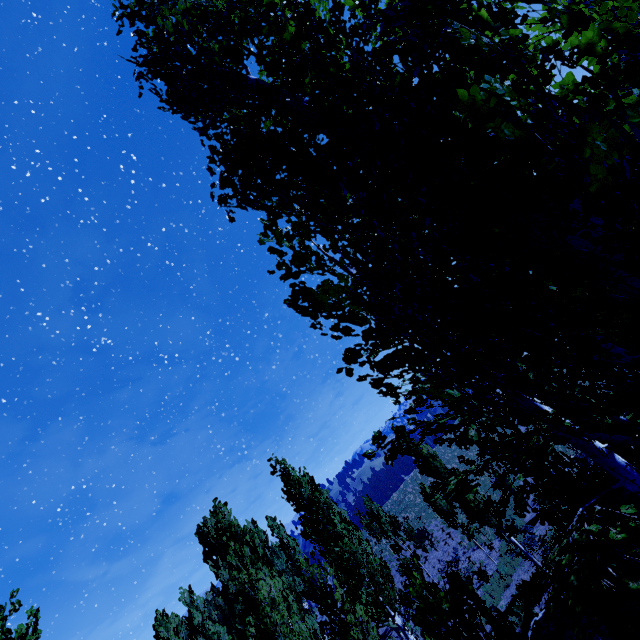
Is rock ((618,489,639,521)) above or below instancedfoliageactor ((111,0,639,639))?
below

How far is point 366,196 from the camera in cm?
248

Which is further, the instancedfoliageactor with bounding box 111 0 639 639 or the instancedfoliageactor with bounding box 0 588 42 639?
the instancedfoliageactor with bounding box 0 588 42 639

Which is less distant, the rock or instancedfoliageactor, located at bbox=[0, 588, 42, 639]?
instancedfoliageactor, located at bbox=[0, 588, 42, 639]

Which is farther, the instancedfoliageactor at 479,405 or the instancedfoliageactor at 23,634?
the instancedfoliageactor at 23,634

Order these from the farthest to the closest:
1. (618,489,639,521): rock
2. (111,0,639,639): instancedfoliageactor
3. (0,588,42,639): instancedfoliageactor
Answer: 1. (618,489,639,521): rock
2. (0,588,42,639): instancedfoliageactor
3. (111,0,639,639): instancedfoliageactor

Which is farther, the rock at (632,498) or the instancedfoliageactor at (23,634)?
the rock at (632,498)
